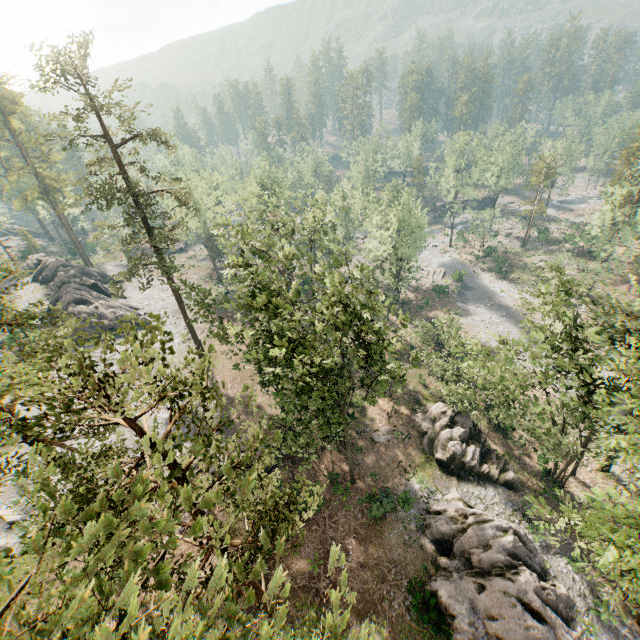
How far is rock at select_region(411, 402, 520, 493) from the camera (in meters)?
28.38

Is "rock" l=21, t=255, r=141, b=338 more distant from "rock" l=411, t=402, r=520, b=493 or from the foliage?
"rock" l=411, t=402, r=520, b=493

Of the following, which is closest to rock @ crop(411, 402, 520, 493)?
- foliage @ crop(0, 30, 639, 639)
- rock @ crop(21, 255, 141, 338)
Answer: foliage @ crop(0, 30, 639, 639)

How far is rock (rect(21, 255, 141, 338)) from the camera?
41.8 meters

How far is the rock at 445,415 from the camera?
28.4 meters

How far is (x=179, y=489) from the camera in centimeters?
510cm

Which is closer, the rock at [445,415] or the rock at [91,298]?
the rock at [445,415]
